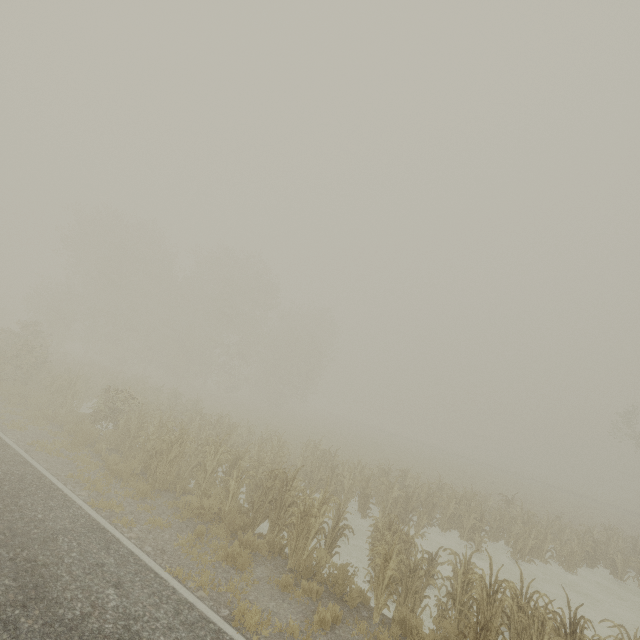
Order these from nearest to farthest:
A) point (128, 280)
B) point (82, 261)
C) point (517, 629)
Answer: point (517, 629) < point (128, 280) < point (82, 261)
